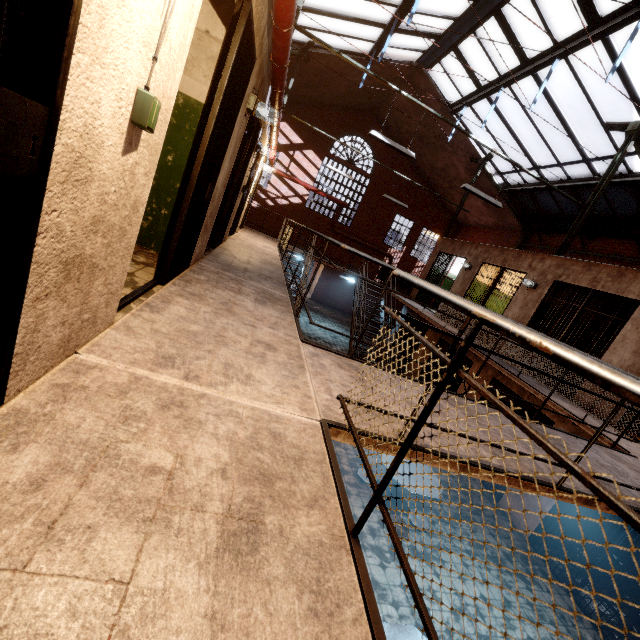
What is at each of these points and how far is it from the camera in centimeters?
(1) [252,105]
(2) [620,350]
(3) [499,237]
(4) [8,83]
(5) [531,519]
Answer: (1) light fixture, 385cm
(2) building, 643cm
(3) trim, 1662cm
(4) building, 91cm
(5) building, 688cm

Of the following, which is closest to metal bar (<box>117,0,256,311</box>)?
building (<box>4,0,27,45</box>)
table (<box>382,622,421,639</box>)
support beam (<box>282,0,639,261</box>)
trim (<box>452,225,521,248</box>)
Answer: building (<box>4,0,27,45</box>)

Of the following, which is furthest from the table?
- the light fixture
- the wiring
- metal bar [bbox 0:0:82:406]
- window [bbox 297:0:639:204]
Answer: window [bbox 297:0:639:204]

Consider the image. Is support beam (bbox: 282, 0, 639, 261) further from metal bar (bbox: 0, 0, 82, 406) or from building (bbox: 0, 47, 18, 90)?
metal bar (bbox: 0, 0, 82, 406)

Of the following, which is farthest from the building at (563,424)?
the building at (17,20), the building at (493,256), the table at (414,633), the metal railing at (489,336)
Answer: the building at (17,20)

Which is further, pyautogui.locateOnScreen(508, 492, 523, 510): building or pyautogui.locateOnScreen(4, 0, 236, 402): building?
pyautogui.locateOnScreen(508, 492, 523, 510): building

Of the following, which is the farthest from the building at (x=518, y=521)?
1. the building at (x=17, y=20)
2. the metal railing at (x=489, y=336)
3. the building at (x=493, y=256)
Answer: the building at (x=17, y=20)

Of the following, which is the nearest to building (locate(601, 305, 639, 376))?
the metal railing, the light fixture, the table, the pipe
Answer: the metal railing
